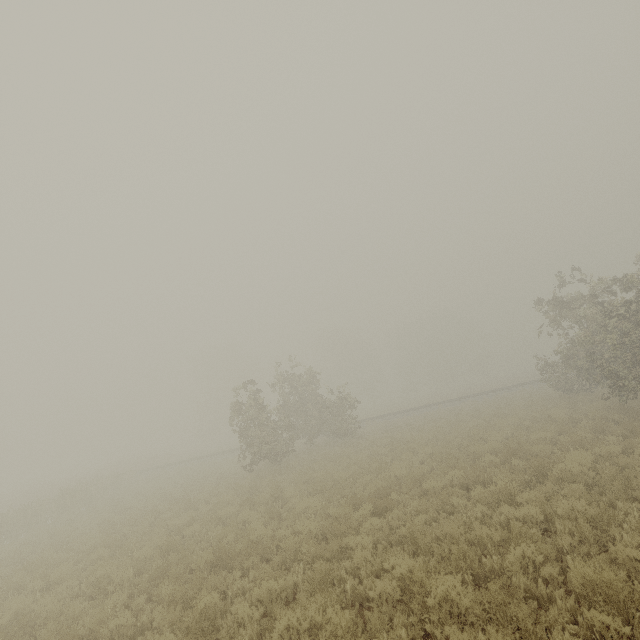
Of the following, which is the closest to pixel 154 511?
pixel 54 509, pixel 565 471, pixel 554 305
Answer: pixel 54 509
